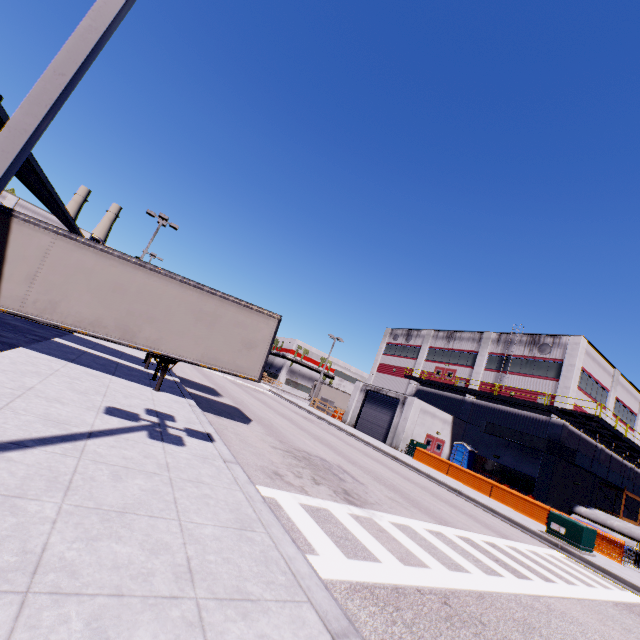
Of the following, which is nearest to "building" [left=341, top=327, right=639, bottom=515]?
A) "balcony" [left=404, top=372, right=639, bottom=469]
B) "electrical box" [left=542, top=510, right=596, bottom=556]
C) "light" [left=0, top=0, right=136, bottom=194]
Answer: "balcony" [left=404, top=372, right=639, bottom=469]

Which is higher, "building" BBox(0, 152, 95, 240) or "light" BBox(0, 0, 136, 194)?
"building" BBox(0, 152, 95, 240)

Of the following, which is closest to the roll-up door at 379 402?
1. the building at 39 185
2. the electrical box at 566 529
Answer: the building at 39 185

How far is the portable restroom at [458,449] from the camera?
29.5 meters

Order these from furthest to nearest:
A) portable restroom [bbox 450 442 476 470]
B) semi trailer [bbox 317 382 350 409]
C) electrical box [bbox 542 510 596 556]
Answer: semi trailer [bbox 317 382 350 409]
portable restroom [bbox 450 442 476 470]
electrical box [bbox 542 510 596 556]

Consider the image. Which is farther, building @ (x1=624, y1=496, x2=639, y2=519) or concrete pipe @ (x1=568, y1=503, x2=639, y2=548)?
building @ (x1=624, y1=496, x2=639, y2=519)

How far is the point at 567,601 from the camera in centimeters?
765cm

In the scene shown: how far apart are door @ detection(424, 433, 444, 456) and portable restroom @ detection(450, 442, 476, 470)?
0.8 meters
